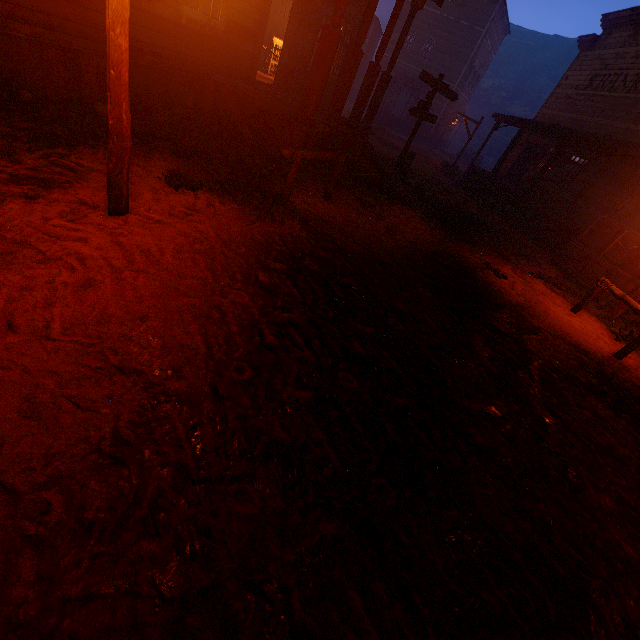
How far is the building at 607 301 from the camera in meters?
8.3 m

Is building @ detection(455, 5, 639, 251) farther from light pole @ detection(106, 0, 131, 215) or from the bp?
light pole @ detection(106, 0, 131, 215)

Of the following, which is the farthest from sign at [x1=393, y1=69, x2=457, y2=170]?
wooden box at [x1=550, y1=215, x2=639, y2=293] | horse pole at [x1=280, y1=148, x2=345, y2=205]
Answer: horse pole at [x1=280, y1=148, x2=345, y2=205]

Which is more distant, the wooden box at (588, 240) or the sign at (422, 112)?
the sign at (422, 112)

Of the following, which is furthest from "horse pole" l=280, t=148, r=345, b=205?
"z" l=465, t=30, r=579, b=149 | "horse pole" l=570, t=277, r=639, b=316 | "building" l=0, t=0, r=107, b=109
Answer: "horse pole" l=570, t=277, r=639, b=316

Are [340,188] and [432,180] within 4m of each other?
no

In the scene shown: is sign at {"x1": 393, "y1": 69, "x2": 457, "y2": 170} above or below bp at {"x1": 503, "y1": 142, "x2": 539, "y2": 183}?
above

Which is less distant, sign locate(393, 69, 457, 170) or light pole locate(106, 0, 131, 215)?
light pole locate(106, 0, 131, 215)
